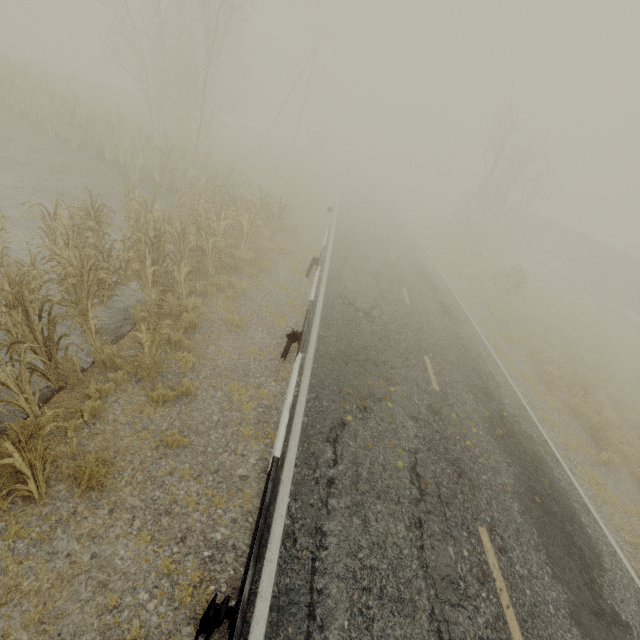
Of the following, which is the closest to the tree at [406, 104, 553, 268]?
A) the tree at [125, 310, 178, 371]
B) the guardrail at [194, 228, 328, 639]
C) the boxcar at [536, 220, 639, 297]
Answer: the boxcar at [536, 220, 639, 297]

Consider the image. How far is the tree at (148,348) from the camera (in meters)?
5.47

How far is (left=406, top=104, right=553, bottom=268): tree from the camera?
23.3 meters

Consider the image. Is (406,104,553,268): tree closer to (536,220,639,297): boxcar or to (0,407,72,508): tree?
(536,220,639,297): boxcar

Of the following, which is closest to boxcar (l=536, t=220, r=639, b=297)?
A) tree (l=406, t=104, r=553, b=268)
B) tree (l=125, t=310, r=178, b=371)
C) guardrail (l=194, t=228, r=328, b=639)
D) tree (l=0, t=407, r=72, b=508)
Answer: tree (l=406, t=104, r=553, b=268)

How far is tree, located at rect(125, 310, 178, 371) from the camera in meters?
5.5 m

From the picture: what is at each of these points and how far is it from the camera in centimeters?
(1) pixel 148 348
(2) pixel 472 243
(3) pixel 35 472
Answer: (1) tree, 583cm
(2) tree, 2766cm
(3) tree, 375cm

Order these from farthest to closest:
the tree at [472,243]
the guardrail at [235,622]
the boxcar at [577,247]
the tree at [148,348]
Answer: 1. the boxcar at [577,247]
2. the tree at [472,243]
3. the tree at [148,348]
4. the guardrail at [235,622]
